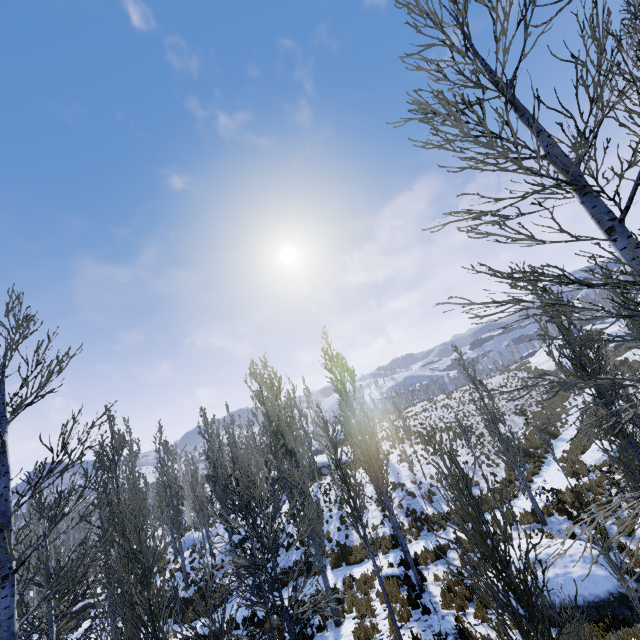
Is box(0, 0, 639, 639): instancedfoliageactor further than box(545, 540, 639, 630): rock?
No

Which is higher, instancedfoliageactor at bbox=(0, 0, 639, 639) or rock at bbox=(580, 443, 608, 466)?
instancedfoliageactor at bbox=(0, 0, 639, 639)

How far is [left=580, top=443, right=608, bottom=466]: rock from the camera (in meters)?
17.27

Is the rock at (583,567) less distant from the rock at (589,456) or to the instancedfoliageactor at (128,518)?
the instancedfoliageactor at (128,518)

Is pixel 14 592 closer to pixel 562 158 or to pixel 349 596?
pixel 562 158

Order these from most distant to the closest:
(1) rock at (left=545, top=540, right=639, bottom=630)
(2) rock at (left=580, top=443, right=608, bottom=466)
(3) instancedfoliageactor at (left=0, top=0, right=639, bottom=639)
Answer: (2) rock at (left=580, top=443, right=608, bottom=466)
(1) rock at (left=545, top=540, right=639, bottom=630)
(3) instancedfoliageactor at (left=0, top=0, right=639, bottom=639)

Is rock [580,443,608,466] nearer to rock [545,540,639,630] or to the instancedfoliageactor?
the instancedfoliageactor

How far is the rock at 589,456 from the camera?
17.27m
